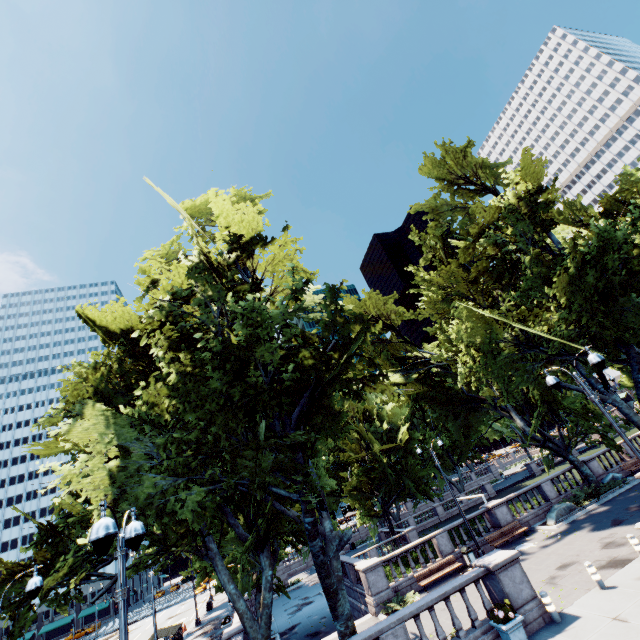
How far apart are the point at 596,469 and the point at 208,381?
31.5 meters

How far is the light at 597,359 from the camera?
10.53m

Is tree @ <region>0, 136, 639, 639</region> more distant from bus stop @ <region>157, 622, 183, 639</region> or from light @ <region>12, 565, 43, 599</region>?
bus stop @ <region>157, 622, 183, 639</region>

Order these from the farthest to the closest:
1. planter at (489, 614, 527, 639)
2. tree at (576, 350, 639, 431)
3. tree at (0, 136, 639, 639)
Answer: tree at (576, 350, 639, 431)
tree at (0, 136, 639, 639)
planter at (489, 614, 527, 639)

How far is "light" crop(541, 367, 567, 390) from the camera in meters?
12.1 m

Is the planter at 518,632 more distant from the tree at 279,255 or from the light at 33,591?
the light at 33,591

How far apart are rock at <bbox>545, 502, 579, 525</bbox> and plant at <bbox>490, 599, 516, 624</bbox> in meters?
13.8 m

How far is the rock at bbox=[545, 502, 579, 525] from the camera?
21.4m
